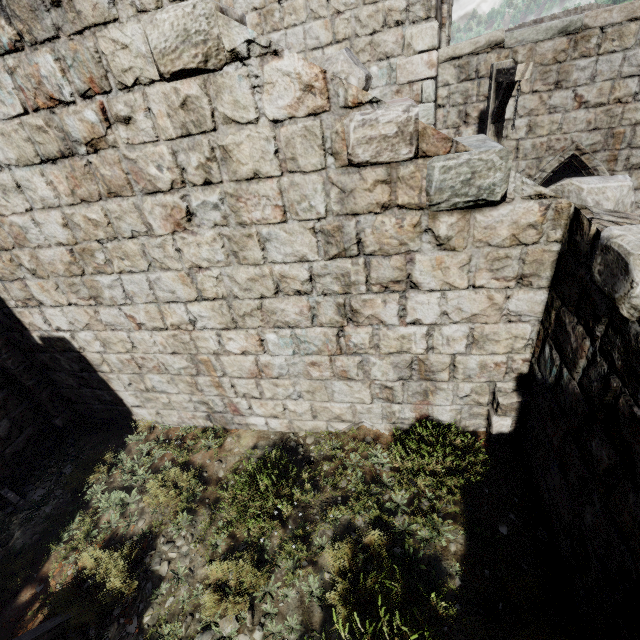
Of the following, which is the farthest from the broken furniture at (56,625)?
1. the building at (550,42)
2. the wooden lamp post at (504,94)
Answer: the wooden lamp post at (504,94)

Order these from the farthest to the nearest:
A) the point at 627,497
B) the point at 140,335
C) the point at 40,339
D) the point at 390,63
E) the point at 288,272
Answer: the point at 390,63 < the point at 40,339 < the point at 140,335 < the point at 288,272 < the point at 627,497

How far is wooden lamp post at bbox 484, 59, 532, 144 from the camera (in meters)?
4.66

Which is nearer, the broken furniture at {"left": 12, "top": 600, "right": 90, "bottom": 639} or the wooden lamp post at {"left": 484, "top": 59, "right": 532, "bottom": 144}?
the broken furniture at {"left": 12, "top": 600, "right": 90, "bottom": 639}

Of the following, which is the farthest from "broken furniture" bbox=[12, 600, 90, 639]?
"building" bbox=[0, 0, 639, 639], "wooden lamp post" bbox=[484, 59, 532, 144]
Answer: "wooden lamp post" bbox=[484, 59, 532, 144]

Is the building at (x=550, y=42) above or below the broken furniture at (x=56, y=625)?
above
